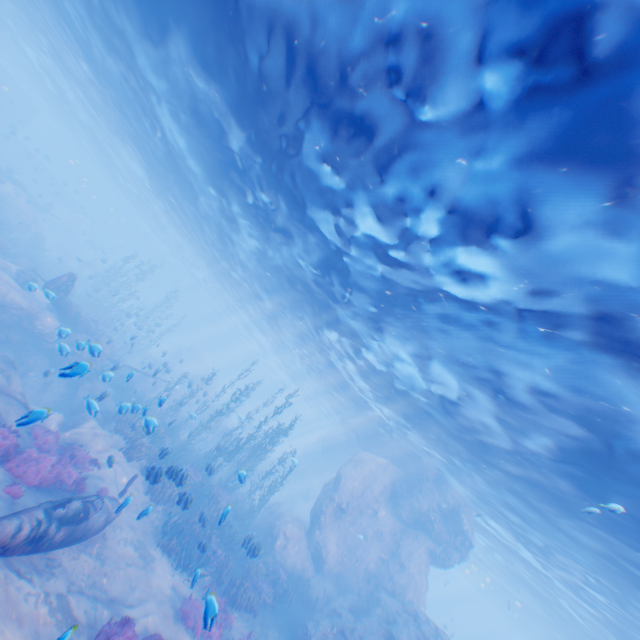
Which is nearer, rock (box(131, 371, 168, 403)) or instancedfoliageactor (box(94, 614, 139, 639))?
instancedfoliageactor (box(94, 614, 139, 639))

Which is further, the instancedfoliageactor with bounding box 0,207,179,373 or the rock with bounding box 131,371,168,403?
the instancedfoliageactor with bounding box 0,207,179,373

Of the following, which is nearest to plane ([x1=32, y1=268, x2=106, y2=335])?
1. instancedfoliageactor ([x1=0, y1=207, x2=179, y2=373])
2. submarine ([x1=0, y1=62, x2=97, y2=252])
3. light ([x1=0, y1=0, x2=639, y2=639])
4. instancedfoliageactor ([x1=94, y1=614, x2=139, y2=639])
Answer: instancedfoliageactor ([x1=0, y1=207, x2=179, y2=373])

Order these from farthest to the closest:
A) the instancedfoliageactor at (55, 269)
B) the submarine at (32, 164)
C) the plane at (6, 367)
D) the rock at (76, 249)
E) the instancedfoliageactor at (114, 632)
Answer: the rock at (76, 249)
the submarine at (32, 164)
the instancedfoliageactor at (55, 269)
the plane at (6, 367)
the instancedfoliageactor at (114, 632)

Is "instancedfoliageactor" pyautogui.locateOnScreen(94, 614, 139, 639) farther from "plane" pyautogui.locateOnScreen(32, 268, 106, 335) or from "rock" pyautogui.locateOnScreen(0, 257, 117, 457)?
"plane" pyautogui.locateOnScreen(32, 268, 106, 335)

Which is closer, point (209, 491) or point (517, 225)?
point (517, 225)

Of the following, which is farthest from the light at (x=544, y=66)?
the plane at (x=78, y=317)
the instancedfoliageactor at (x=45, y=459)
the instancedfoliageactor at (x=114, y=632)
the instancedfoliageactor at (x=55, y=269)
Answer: the instancedfoliageactor at (x=45, y=459)

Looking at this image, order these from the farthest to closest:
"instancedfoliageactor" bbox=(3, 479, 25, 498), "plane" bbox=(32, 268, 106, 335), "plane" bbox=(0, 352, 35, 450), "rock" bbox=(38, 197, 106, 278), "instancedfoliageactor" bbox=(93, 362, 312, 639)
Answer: "rock" bbox=(38, 197, 106, 278)
"plane" bbox=(32, 268, 106, 335)
"instancedfoliageactor" bbox=(93, 362, 312, 639)
"plane" bbox=(0, 352, 35, 450)
"instancedfoliageactor" bbox=(3, 479, 25, 498)
